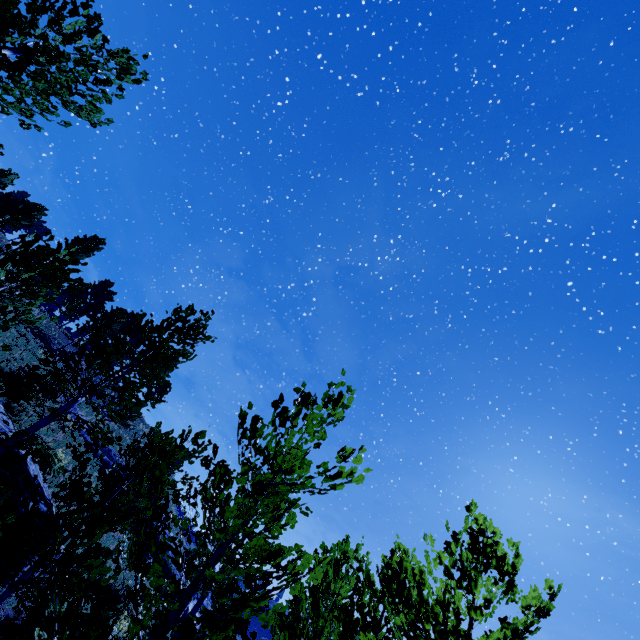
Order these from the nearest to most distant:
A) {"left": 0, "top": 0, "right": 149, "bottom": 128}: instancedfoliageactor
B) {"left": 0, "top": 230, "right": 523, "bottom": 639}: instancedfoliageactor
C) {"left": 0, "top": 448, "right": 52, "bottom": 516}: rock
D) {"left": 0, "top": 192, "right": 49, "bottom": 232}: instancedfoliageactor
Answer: {"left": 0, "top": 230, "right": 523, "bottom": 639}: instancedfoliageactor
{"left": 0, "top": 0, "right": 149, "bottom": 128}: instancedfoliageactor
{"left": 0, "top": 448, "right": 52, "bottom": 516}: rock
{"left": 0, "top": 192, "right": 49, "bottom": 232}: instancedfoliageactor

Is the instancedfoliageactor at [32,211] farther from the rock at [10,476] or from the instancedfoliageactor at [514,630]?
the instancedfoliageactor at [514,630]

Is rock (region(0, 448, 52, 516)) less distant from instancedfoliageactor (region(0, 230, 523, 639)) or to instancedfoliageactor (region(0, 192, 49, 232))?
instancedfoliageactor (region(0, 230, 523, 639))

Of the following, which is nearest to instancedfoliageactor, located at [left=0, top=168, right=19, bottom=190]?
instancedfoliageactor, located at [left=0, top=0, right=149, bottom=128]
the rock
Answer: instancedfoliageactor, located at [left=0, top=0, right=149, bottom=128]

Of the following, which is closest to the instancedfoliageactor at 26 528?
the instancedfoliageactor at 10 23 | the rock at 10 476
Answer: the instancedfoliageactor at 10 23

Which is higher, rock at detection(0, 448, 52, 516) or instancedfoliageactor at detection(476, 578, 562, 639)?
instancedfoliageactor at detection(476, 578, 562, 639)

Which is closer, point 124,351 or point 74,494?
point 74,494
